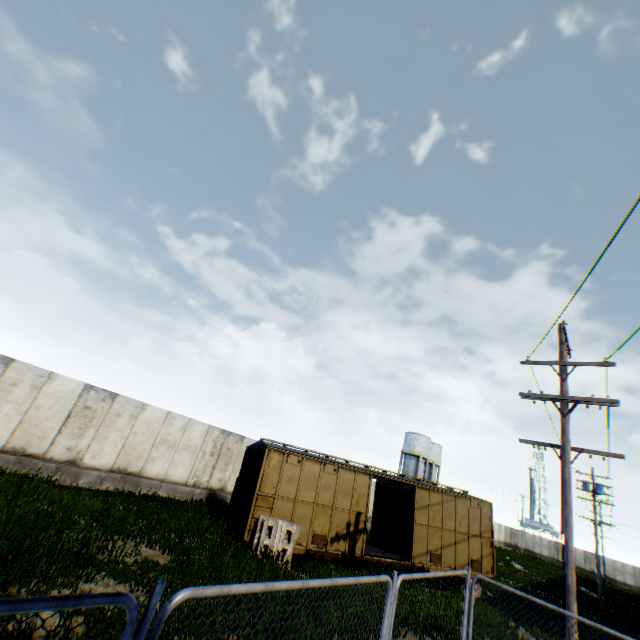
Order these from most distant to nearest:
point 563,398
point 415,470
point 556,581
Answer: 1. point 415,470
2. point 556,581
3. point 563,398

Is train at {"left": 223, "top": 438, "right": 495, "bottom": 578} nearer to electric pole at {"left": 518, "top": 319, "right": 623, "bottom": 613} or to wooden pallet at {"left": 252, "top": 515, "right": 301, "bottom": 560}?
wooden pallet at {"left": 252, "top": 515, "right": 301, "bottom": 560}

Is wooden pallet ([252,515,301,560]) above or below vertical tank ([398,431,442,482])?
below

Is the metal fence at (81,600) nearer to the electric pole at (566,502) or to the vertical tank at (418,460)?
the electric pole at (566,502)

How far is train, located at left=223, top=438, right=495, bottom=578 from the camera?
12.5 meters

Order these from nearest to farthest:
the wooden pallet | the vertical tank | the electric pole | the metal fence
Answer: the metal fence, the electric pole, the wooden pallet, the vertical tank

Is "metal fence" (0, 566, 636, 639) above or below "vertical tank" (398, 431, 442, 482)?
below

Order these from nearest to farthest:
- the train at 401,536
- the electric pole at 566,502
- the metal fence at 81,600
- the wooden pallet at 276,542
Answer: the metal fence at 81,600 → the electric pole at 566,502 → the wooden pallet at 276,542 → the train at 401,536
